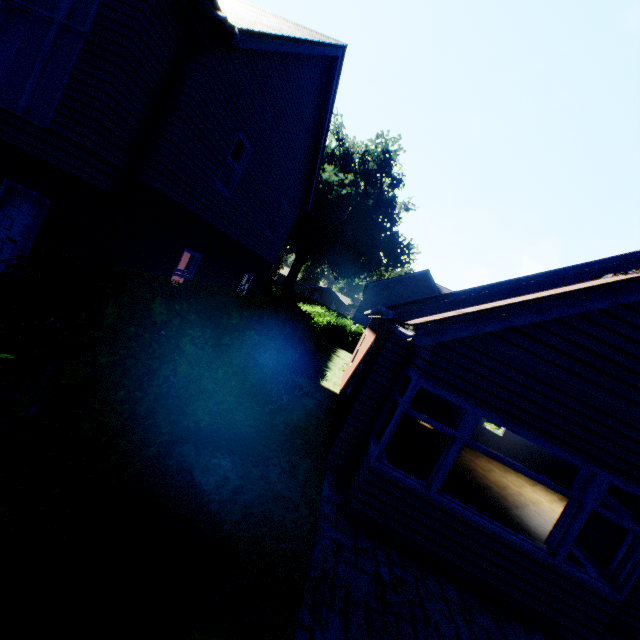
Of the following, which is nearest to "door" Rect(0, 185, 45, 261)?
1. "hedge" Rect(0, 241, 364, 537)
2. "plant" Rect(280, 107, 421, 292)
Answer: "hedge" Rect(0, 241, 364, 537)

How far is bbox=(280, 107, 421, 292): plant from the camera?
40.16m

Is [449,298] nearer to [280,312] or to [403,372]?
[403,372]

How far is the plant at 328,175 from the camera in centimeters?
4016cm

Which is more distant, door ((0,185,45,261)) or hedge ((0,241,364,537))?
door ((0,185,45,261))

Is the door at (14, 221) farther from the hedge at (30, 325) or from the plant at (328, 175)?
the plant at (328, 175)
